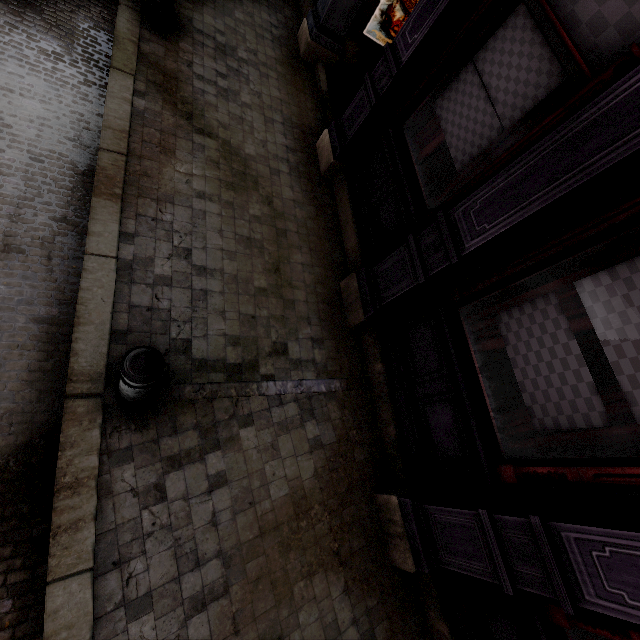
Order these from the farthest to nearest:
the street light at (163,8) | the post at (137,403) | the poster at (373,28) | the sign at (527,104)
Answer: the poster at (373,28)
the street light at (163,8)
the sign at (527,104)
the post at (137,403)

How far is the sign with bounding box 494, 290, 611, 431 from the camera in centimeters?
226cm

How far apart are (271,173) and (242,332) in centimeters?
240cm

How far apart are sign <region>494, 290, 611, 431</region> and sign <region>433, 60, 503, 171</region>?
1.5m

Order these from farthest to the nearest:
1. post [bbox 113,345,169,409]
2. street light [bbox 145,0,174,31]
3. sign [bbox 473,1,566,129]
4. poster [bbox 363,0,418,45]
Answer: poster [bbox 363,0,418,45] → street light [bbox 145,0,174,31] → sign [bbox 473,1,566,129] → post [bbox 113,345,169,409]

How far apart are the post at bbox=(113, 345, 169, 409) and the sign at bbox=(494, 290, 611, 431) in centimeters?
268cm

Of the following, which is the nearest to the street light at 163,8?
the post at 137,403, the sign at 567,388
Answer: the post at 137,403

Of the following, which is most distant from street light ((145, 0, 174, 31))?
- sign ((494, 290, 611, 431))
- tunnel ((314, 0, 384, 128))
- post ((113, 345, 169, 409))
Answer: sign ((494, 290, 611, 431))
